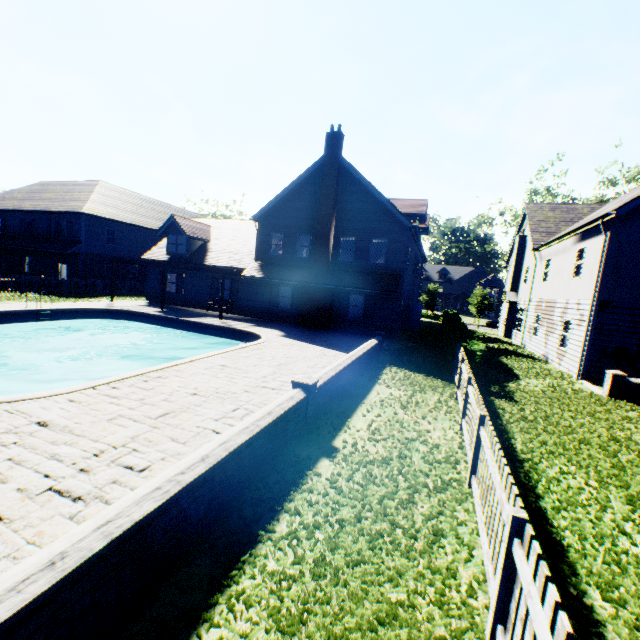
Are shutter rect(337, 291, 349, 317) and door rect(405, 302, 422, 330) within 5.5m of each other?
no

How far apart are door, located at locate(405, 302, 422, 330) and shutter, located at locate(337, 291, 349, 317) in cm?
764

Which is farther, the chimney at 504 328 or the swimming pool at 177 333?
the chimney at 504 328

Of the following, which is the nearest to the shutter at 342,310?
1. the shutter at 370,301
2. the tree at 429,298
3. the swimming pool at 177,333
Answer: the shutter at 370,301

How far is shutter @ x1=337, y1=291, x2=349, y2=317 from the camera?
20.5 meters

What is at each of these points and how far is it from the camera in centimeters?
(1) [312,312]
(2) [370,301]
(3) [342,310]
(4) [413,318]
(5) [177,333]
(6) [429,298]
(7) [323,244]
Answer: (1) chimney, 2077cm
(2) shutter, 1998cm
(3) shutter, 2064cm
(4) door, 2595cm
(5) swimming pool, 1912cm
(6) tree, 4956cm
(7) chimney, 2019cm

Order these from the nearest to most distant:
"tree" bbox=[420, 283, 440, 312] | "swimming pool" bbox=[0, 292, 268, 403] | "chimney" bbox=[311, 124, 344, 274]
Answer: "swimming pool" bbox=[0, 292, 268, 403] → "chimney" bbox=[311, 124, 344, 274] → "tree" bbox=[420, 283, 440, 312]

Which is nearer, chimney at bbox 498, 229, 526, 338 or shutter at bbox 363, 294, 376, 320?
shutter at bbox 363, 294, 376, 320
